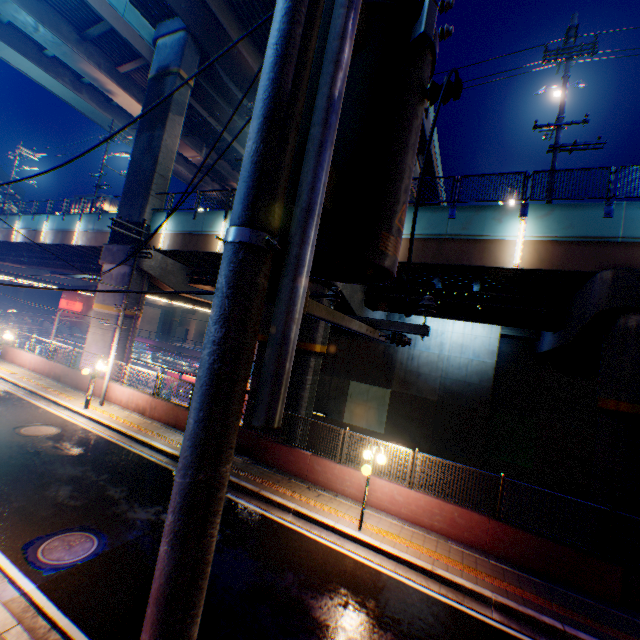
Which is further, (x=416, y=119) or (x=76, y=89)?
(x=76, y=89)

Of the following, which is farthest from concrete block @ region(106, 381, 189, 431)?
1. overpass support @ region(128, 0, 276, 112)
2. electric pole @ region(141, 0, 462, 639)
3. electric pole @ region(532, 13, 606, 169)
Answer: A: electric pole @ region(532, 13, 606, 169)

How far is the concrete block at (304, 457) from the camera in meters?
11.2

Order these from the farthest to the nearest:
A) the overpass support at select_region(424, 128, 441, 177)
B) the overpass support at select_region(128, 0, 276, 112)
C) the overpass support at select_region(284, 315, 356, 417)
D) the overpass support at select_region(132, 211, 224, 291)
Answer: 1. the overpass support at select_region(424, 128, 441, 177)
2. the overpass support at select_region(128, 0, 276, 112)
3. the overpass support at select_region(132, 211, 224, 291)
4. the overpass support at select_region(284, 315, 356, 417)

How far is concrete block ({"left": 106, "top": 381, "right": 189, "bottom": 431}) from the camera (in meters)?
15.00

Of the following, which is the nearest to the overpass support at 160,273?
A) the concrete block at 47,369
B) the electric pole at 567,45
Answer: the electric pole at 567,45

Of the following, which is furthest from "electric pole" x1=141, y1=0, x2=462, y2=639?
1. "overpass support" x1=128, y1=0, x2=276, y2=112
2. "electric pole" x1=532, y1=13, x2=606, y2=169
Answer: "electric pole" x1=532, y1=13, x2=606, y2=169

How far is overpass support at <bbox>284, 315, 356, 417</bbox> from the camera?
14.5 meters
